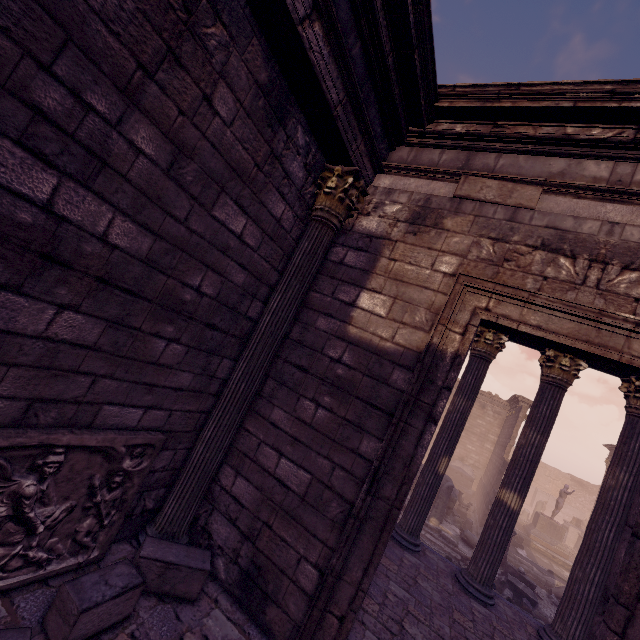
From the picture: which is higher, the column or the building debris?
the column

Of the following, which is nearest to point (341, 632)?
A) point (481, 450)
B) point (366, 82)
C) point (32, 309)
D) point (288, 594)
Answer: point (288, 594)

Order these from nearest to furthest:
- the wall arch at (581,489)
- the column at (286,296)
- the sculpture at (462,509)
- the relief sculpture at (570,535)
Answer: the column at (286,296) → the sculpture at (462,509) → the relief sculpture at (570,535) → the wall arch at (581,489)

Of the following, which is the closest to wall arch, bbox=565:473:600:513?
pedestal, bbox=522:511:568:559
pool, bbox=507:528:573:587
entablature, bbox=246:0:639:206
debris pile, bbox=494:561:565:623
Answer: pedestal, bbox=522:511:568:559

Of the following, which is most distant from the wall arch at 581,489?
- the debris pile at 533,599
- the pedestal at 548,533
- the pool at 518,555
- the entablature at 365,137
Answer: the entablature at 365,137

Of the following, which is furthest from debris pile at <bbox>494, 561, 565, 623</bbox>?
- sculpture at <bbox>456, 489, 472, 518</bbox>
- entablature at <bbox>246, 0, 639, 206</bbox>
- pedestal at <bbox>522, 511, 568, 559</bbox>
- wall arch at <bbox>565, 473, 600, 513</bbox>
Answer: wall arch at <bbox>565, 473, 600, 513</bbox>

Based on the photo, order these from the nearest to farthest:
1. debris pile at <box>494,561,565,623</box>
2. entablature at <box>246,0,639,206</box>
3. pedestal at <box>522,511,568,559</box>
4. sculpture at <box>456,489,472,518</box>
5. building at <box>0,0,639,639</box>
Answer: building at <box>0,0,639,639</box> → entablature at <box>246,0,639,206</box> → debris pile at <box>494,561,565,623</box> → sculpture at <box>456,489,472,518</box> → pedestal at <box>522,511,568,559</box>

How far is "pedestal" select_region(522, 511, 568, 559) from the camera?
17.91m
